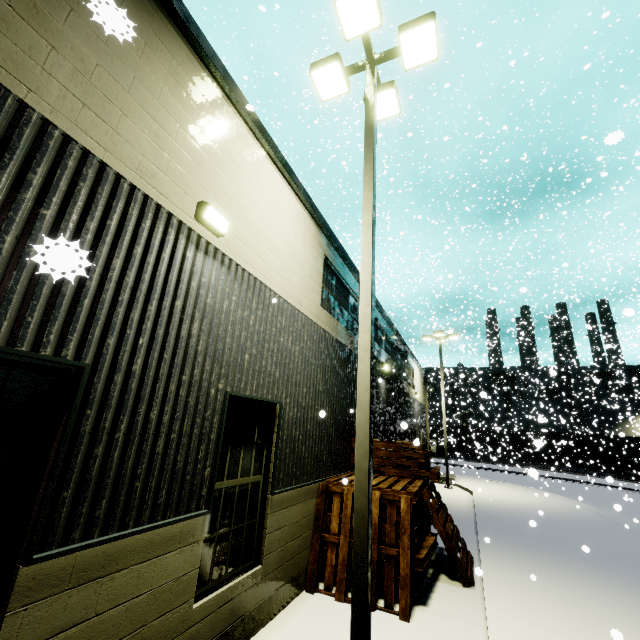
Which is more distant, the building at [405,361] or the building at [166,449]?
the building at [405,361]

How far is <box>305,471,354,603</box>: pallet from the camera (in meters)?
6.11

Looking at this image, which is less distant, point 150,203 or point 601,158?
point 150,203

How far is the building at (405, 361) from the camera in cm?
1275

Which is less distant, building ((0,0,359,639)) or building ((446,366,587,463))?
building ((0,0,359,639))

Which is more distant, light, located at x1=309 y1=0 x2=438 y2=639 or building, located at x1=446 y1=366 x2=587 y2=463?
building, located at x1=446 y1=366 x2=587 y2=463

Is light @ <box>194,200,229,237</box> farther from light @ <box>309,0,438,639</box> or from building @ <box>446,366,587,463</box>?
light @ <box>309,0,438,639</box>

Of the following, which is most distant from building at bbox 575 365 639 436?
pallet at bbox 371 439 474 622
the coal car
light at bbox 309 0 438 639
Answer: light at bbox 309 0 438 639
